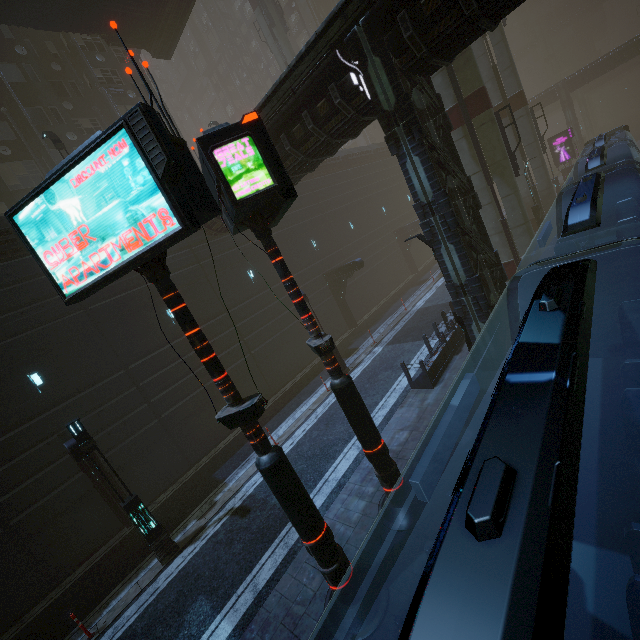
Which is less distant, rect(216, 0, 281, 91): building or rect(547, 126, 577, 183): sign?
rect(547, 126, 577, 183): sign

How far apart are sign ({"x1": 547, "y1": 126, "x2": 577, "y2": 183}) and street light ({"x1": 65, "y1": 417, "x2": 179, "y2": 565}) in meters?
48.0 m

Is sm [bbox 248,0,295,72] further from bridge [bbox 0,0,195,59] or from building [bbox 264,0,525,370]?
bridge [bbox 0,0,195,59]

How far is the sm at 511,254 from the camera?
16.28m

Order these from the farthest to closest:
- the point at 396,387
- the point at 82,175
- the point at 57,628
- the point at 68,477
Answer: the point at 396,387
the point at 68,477
the point at 57,628
the point at 82,175

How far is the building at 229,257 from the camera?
17.9m

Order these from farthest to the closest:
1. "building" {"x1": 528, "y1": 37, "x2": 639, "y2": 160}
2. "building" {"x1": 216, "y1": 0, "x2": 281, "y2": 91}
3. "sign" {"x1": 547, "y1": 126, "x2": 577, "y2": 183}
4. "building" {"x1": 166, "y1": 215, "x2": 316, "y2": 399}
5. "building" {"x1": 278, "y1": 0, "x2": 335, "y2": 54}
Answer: "building" {"x1": 216, "y1": 0, "x2": 281, "y2": 91}
"building" {"x1": 278, "y1": 0, "x2": 335, "y2": 54}
"building" {"x1": 528, "y1": 37, "x2": 639, "y2": 160}
"sign" {"x1": 547, "y1": 126, "x2": 577, "y2": 183}
"building" {"x1": 166, "y1": 215, "x2": 316, "y2": 399}

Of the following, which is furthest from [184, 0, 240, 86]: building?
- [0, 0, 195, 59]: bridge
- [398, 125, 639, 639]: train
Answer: [0, 0, 195, 59]: bridge
